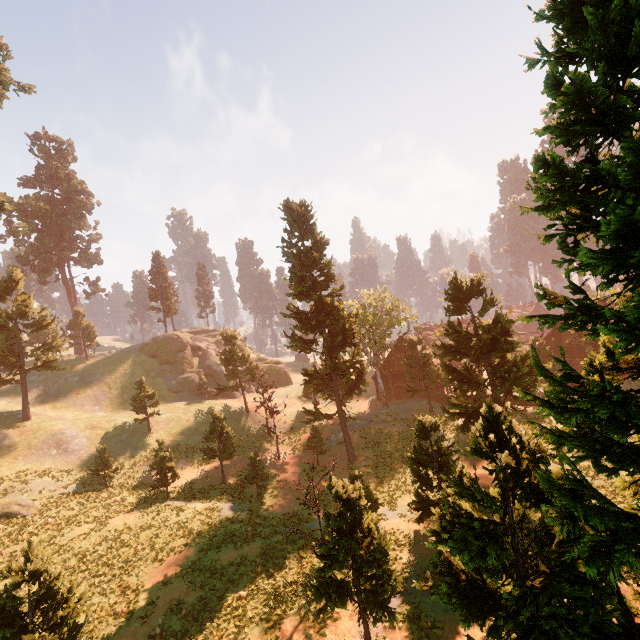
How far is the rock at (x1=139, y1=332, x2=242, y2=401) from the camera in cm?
4875

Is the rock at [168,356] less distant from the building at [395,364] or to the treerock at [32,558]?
the treerock at [32,558]

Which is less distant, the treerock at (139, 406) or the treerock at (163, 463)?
the treerock at (163, 463)

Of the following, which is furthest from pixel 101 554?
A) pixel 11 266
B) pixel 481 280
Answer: pixel 11 266

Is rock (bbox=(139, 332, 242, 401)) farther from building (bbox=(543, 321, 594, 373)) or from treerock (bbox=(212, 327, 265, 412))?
building (bbox=(543, 321, 594, 373))

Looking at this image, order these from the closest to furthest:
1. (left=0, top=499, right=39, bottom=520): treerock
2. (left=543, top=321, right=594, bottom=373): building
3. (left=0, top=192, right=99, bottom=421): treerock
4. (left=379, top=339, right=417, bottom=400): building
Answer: (left=0, top=499, right=39, bottom=520): treerock
(left=0, top=192, right=99, bottom=421): treerock
(left=543, top=321, right=594, bottom=373): building
(left=379, top=339, right=417, bottom=400): building

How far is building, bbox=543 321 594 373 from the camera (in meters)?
37.69
